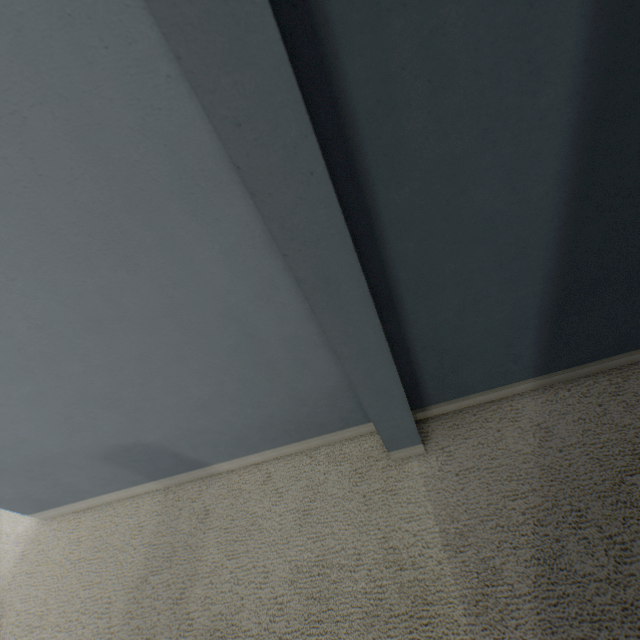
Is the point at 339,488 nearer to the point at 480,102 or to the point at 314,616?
the point at 314,616
